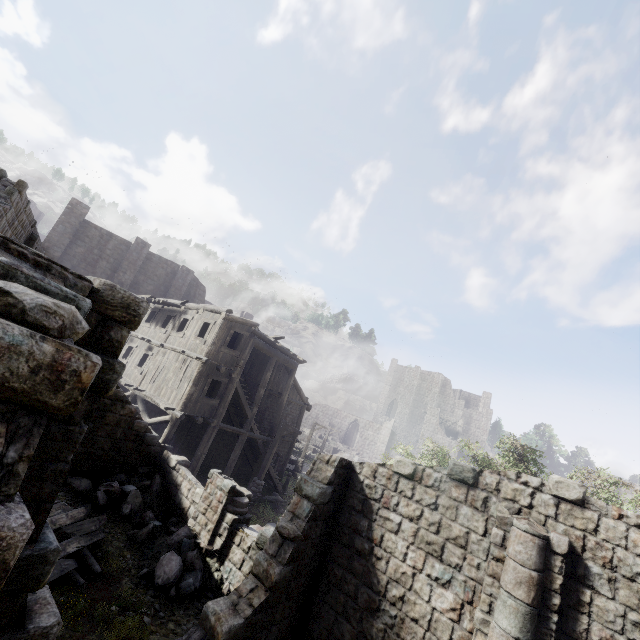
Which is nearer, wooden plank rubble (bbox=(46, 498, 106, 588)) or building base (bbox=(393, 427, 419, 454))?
wooden plank rubble (bbox=(46, 498, 106, 588))

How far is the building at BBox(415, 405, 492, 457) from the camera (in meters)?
52.06

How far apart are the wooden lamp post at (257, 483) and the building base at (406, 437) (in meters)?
45.38

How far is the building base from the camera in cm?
5802

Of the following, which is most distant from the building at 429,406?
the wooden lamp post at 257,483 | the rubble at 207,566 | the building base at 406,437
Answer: the building base at 406,437

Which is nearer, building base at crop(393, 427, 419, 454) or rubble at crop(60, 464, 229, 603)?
rubble at crop(60, 464, 229, 603)

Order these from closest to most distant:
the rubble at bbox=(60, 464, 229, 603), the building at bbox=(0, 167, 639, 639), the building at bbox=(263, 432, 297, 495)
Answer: the building at bbox=(0, 167, 639, 639)
the rubble at bbox=(60, 464, 229, 603)
the building at bbox=(263, 432, 297, 495)

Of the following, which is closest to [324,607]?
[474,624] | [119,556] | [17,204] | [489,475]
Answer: [474,624]
